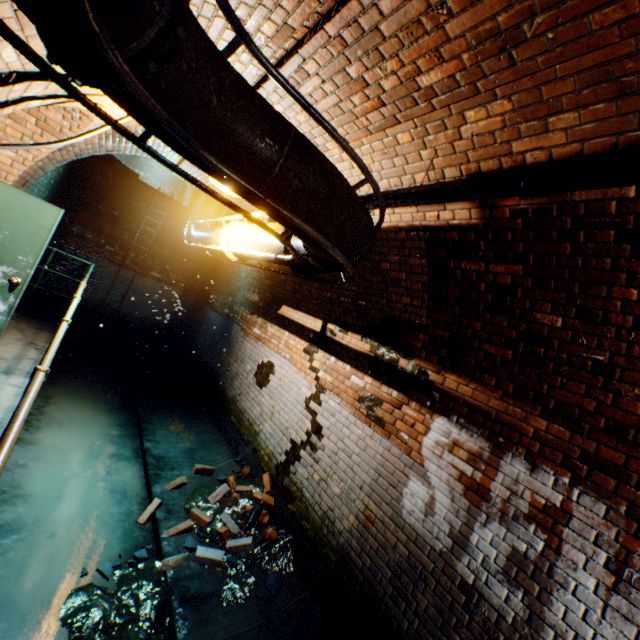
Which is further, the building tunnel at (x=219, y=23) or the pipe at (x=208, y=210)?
the pipe at (x=208, y=210)

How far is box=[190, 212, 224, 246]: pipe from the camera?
5.1m

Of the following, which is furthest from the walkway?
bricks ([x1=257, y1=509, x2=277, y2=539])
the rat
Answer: the rat

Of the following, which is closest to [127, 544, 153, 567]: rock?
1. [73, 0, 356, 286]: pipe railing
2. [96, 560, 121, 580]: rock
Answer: [96, 560, 121, 580]: rock

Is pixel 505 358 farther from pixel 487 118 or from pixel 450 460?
pixel 487 118

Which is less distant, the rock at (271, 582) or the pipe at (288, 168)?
Answer: the pipe at (288, 168)

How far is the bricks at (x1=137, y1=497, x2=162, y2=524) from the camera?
3.95m

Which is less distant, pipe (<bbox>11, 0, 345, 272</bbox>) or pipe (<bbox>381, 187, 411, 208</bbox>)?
pipe (<bbox>11, 0, 345, 272</bbox>)
